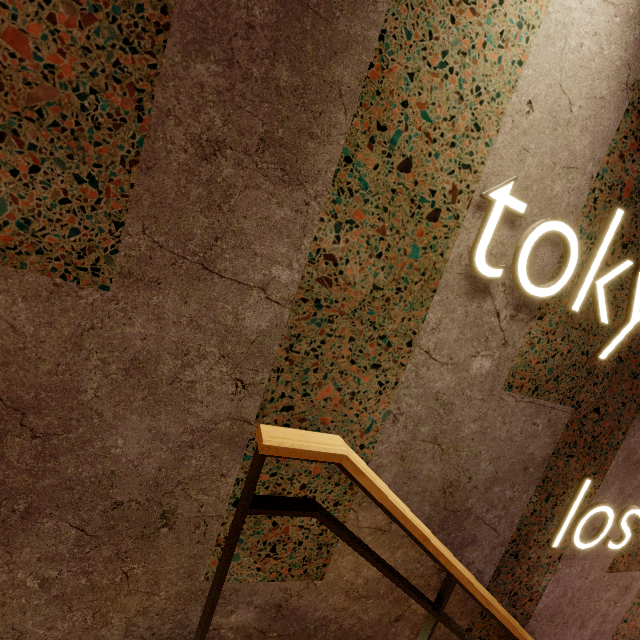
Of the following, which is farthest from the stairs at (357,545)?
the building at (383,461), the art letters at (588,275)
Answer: the art letters at (588,275)

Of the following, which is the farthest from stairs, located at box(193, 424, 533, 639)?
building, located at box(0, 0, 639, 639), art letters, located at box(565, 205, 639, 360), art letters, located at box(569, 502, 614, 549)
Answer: art letters, located at box(565, 205, 639, 360)

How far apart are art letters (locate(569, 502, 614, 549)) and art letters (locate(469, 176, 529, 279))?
1.38m

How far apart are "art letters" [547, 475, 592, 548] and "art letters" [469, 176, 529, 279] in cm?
115

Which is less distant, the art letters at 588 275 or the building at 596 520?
the art letters at 588 275

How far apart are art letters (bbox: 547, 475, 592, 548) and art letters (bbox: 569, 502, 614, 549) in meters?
0.1 m

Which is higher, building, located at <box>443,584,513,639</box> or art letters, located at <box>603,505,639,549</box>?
art letters, located at <box>603,505,639,549</box>

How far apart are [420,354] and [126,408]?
1.01m
